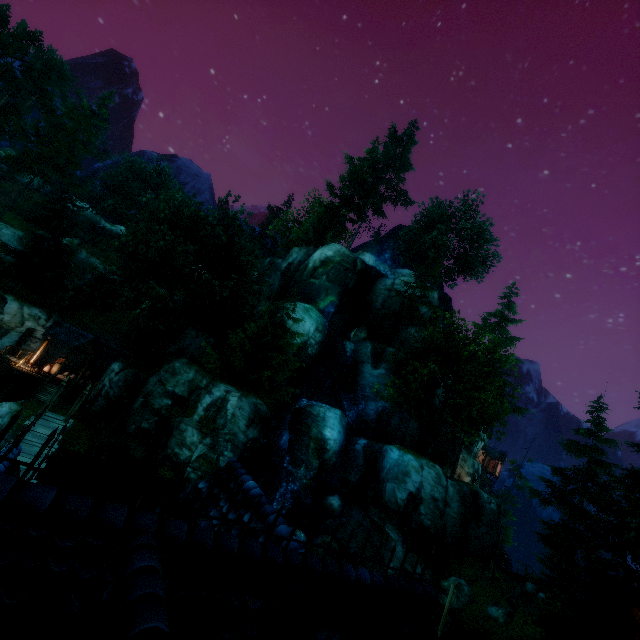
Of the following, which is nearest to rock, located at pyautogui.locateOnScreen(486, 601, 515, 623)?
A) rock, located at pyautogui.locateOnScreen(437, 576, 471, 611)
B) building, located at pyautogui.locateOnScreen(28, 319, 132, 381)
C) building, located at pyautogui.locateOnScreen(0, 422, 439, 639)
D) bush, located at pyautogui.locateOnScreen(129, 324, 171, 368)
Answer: rock, located at pyautogui.locateOnScreen(437, 576, 471, 611)

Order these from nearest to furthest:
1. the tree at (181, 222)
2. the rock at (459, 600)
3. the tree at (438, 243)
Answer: the rock at (459, 600) < the tree at (181, 222) < the tree at (438, 243)

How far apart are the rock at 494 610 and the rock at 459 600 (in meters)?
1.17

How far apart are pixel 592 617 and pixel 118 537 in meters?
3.5

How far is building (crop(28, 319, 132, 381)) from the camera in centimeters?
2852cm

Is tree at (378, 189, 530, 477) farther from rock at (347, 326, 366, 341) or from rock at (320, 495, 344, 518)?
rock at (320, 495, 344, 518)

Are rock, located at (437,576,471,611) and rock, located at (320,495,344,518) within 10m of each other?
yes

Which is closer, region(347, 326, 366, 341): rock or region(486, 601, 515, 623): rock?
region(486, 601, 515, 623): rock
